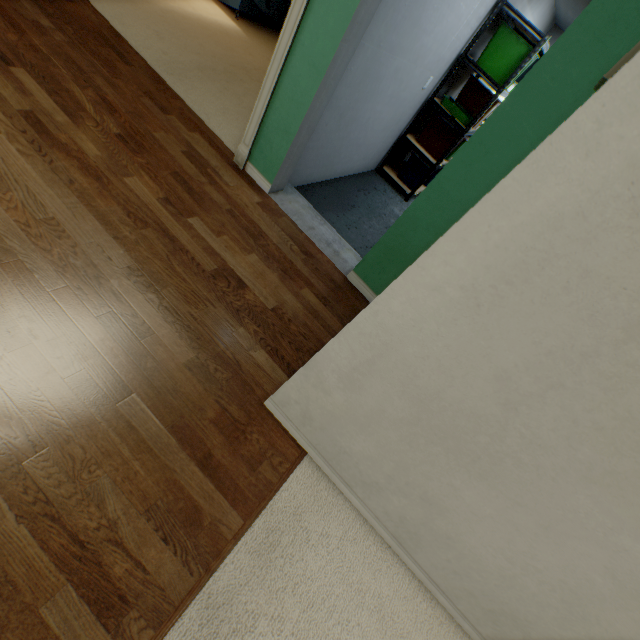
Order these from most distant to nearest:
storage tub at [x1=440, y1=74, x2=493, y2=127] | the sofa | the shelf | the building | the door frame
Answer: the sofa, storage tub at [x1=440, y1=74, x2=493, y2=127], the shelf, the building, the door frame

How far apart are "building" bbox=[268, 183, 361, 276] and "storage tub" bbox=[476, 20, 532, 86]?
2.6m

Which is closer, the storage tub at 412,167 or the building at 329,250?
the building at 329,250

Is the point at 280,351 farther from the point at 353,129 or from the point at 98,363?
the point at 353,129

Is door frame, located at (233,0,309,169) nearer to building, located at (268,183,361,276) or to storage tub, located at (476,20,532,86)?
building, located at (268,183,361,276)

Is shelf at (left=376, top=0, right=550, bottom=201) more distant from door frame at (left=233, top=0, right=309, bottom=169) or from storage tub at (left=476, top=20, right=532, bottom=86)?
door frame at (left=233, top=0, right=309, bottom=169)

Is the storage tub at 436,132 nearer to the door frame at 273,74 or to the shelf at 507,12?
the shelf at 507,12

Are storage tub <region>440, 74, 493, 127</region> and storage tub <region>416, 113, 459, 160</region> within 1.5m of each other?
yes
